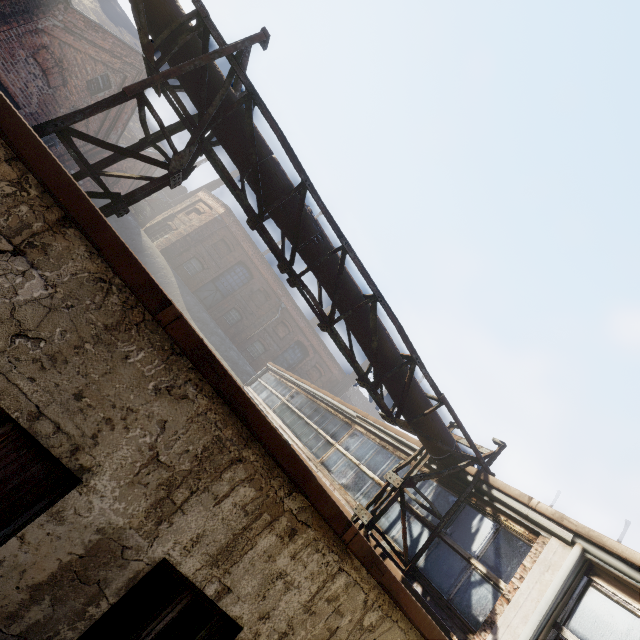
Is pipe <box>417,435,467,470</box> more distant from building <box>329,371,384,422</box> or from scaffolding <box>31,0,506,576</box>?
building <box>329,371,384,422</box>

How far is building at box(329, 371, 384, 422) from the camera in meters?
29.9

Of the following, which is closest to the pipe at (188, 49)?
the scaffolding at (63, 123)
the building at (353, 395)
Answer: the scaffolding at (63, 123)

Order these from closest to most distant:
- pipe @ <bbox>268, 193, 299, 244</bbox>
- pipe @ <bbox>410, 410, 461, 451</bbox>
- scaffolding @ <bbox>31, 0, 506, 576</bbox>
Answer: scaffolding @ <bbox>31, 0, 506, 576</bbox>, pipe @ <bbox>268, 193, 299, 244</bbox>, pipe @ <bbox>410, 410, 461, 451</bbox>

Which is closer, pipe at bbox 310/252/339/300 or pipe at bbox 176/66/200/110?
pipe at bbox 176/66/200/110

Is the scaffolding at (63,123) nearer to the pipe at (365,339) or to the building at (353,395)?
A: the pipe at (365,339)

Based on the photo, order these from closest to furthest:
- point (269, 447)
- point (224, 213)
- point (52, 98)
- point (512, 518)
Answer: point (269, 447), point (512, 518), point (52, 98), point (224, 213)

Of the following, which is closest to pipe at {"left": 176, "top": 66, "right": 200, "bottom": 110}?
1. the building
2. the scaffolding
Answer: the scaffolding
